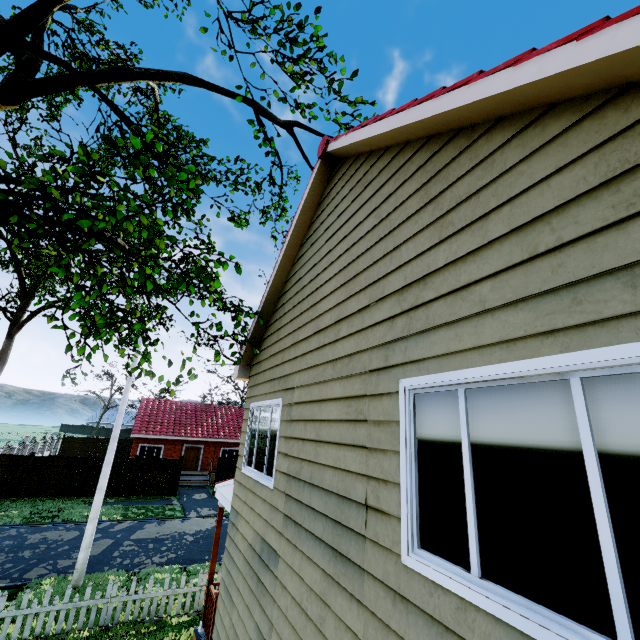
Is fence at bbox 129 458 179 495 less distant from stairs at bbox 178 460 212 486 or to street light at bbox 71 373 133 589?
stairs at bbox 178 460 212 486

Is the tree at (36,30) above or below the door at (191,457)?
above

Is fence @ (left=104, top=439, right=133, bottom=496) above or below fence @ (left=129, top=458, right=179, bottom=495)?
below

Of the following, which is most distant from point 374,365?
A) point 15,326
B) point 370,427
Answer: point 15,326

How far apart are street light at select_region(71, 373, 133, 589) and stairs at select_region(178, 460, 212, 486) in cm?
1629

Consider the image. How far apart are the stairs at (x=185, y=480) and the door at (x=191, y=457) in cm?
196

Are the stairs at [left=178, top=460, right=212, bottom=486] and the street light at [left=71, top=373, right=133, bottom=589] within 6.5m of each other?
no

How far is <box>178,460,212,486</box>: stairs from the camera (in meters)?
26.30
